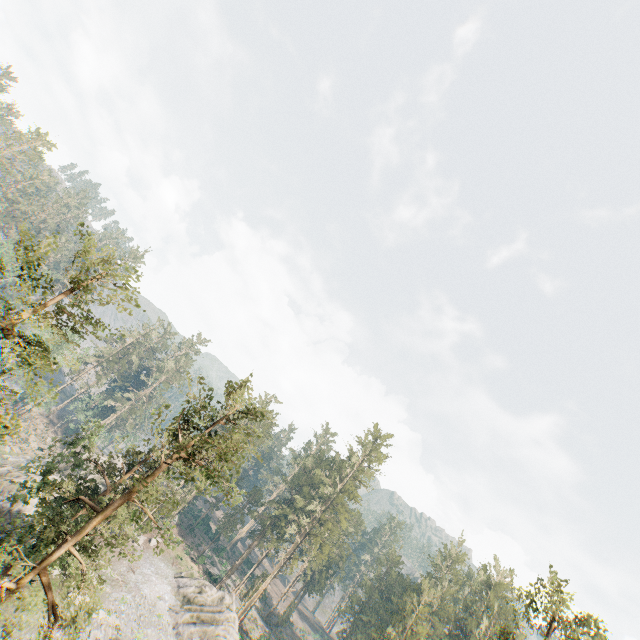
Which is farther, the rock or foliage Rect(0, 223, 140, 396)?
the rock

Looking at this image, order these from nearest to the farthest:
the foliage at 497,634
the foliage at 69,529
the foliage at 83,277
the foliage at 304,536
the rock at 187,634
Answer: the foliage at 83,277 < the foliage at 69,529 < the rock at 187,634 < the foliage at 497,634 < the foliage at 304,536

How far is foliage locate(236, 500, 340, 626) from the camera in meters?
53.2

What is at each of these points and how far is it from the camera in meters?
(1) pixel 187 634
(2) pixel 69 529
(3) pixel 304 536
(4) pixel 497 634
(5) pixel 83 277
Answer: (1) rock, 39.2 m
(2) foliage, 24.5 m
(3) foliage, 58.3 m
(4) foliage, 48.0 m
(5) foliage, 17.4 m

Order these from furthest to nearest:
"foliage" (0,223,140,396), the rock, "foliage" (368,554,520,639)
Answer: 1. "foliage" (368,554,520,639)
2. the rock
3. "foliage" (0,223,140,396)

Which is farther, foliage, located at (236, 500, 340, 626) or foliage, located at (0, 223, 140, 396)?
foliage, located at (236, 500, 340, 626)

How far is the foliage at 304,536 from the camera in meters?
53.2 m
